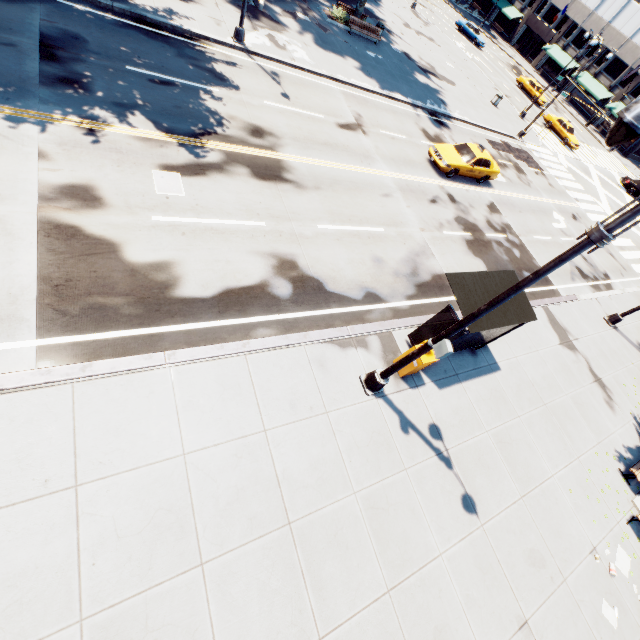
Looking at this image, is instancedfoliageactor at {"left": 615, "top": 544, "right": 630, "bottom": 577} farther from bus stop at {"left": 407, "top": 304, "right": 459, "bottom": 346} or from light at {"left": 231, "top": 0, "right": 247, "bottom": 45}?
light at {"left": 231, "top": 0, "right": 247, "bottom": 45}

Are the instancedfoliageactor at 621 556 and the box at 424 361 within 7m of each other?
no

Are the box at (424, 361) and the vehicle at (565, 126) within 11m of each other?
no

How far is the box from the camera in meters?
8.8

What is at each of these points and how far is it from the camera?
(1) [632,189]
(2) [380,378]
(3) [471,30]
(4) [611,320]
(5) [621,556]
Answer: (1) vehicle, 35.94m
(2) light, 8.44m
(3) vehicle, 44.34m
(4) light, 16.94m
(5) instancedfoliageactor, 9.50m

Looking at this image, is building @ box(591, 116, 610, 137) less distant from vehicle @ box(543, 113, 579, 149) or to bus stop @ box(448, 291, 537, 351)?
vehicle @ box(543, 113, 579, 149)

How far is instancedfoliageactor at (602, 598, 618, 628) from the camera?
8.30m

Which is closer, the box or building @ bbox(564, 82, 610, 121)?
the box
